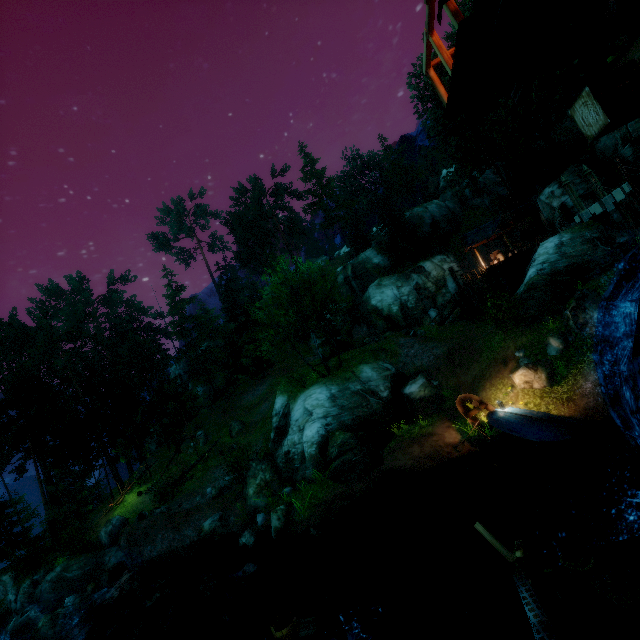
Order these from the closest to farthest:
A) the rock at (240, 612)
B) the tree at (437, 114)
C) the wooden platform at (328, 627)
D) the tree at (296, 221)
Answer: the wooden platform at (328, 627) → the rock at (240, 612) → the tree at (437, 114) → the tree at (296, 221)

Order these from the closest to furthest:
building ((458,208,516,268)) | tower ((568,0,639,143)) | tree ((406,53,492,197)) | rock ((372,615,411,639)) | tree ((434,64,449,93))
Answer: tower ((568,0,639,143))
rock ((372,615,411,639))
tree ((434,64,449,93))
tree ((406,53,492,197))
building ((458,208,516,268))

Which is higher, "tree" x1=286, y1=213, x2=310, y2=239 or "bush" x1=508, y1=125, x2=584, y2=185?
"tree" x1=286, y1=213, x2=310, y2=239

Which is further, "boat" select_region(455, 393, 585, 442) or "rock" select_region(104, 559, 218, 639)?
"rock" select_region(104, 559, 218, 639)

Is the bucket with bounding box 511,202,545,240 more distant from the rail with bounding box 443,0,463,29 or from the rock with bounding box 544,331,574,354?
the rock with bounding box 544,331,574,354

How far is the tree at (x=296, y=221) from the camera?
53.2m

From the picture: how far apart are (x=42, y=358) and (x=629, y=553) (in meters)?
44.76

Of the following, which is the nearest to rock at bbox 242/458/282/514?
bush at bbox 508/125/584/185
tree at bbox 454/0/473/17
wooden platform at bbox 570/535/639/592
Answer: tree at bbox 454/0/473/17
